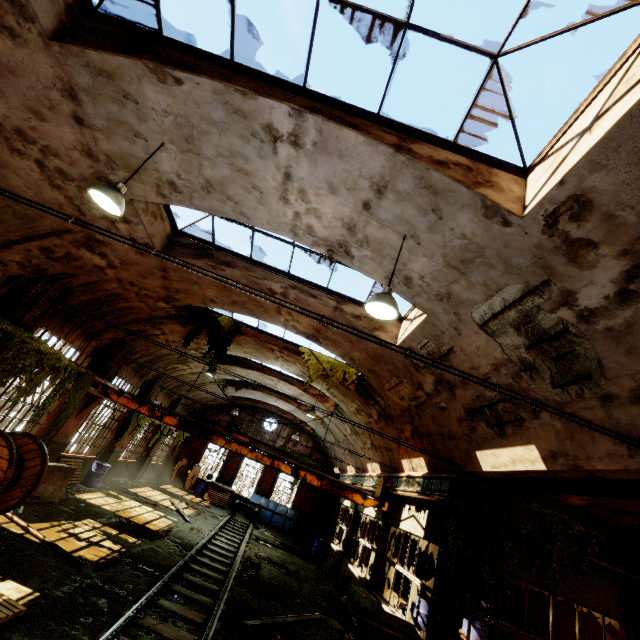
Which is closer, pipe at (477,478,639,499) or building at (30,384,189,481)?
pipe at (477,478,639,499)

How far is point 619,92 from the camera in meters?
3.3 m

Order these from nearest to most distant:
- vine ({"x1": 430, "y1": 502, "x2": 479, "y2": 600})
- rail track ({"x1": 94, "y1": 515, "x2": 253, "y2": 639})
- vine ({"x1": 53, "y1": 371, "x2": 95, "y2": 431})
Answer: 1. rail track ({"x1": 94, "y1": 515, "x2": 253, "y2": 639})
2. vine ({"x1": 430, "y1": 502, "x2": 479, "y2": 600})
3. vine ({"x1": 53, "y1": 371, "x2": 95, "y2": 431})

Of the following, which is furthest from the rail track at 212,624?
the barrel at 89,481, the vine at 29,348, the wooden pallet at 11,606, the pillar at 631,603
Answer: the pillar at 631,603

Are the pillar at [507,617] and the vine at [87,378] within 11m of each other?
no

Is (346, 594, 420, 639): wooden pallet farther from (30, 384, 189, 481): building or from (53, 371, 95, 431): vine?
(53, 371, 95, 431): vine

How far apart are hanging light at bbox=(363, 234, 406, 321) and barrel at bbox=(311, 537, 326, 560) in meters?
19.4

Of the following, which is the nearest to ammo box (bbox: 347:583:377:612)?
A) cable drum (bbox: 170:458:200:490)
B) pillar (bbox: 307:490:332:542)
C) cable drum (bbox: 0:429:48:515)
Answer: cable drum (bbox: 0:429:48:515)
